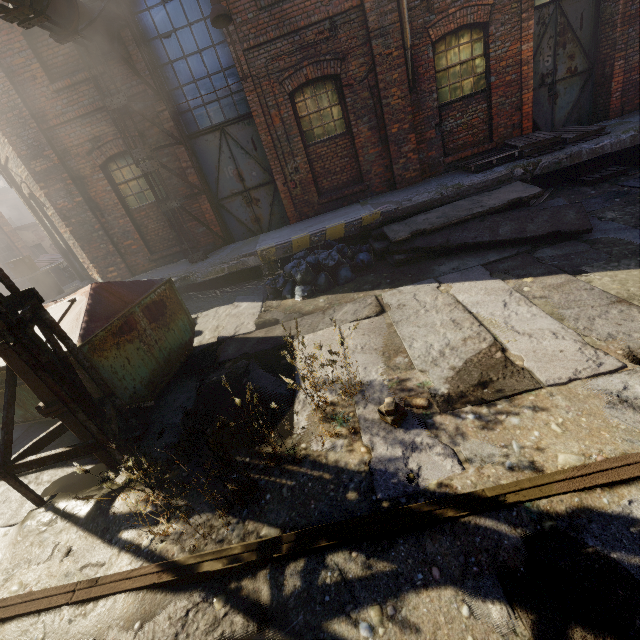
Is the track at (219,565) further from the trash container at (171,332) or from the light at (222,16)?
the light at (222,16)

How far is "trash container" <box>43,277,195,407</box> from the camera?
4.3m

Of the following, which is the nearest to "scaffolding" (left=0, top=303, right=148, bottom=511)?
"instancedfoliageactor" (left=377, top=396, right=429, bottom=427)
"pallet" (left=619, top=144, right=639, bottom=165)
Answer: "instancedfoliageactor" (left=377, top=396, right=429, bottom=427)

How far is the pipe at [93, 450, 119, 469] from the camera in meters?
3.9 m

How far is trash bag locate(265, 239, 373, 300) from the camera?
6.66m

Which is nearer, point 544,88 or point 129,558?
point 129,558

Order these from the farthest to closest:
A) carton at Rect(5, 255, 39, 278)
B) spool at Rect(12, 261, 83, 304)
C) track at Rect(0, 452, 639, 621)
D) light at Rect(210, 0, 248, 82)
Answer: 1. spool at Rect(12, 261, 83, 304)
2. carton at Rect(5, 255, 39, 278)
3. light at Rect(210, 0, 248, 82)
4. track at Rect(0, 452, 639, 621)

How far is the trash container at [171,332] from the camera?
4.3m
